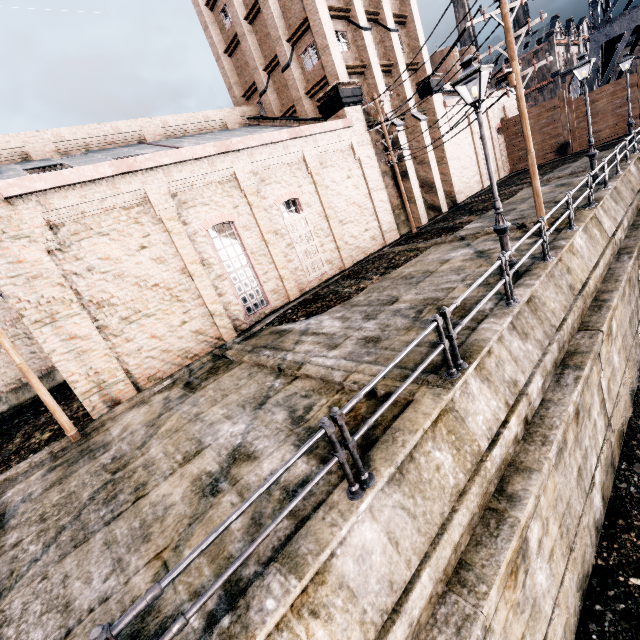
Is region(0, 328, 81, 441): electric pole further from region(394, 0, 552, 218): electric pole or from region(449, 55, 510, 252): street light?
region(394, 0, 552, 218): electric pole

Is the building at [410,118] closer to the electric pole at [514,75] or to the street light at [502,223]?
the electric pole at [514,75]

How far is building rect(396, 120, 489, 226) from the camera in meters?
24.1

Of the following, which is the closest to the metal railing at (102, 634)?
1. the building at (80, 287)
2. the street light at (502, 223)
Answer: the street light at (502, 223)

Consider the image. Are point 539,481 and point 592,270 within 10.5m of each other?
yes

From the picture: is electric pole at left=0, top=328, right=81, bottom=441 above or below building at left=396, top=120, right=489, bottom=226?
below

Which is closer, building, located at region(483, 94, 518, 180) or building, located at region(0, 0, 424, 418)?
building, located at region(0, 0, 424, 418)
